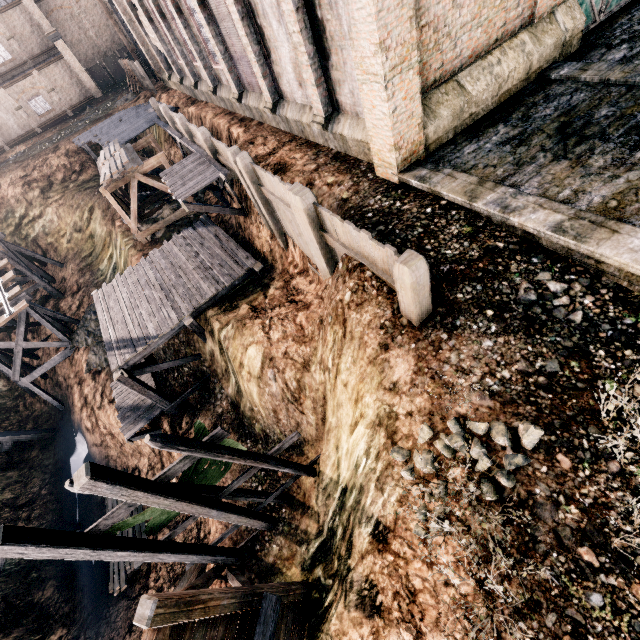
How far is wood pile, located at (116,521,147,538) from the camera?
19.3 meters

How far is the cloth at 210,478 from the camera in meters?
9.8 m

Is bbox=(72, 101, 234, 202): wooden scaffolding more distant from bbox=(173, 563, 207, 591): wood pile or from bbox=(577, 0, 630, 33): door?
bbox=(173, 563, 207, 591): wood pile

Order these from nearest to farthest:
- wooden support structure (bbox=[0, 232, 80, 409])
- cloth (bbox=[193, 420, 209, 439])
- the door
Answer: cloth (bbox=[193, 420, 209, 439]), the door, wooden support structure (bbox=[0, 232, 80, 409])

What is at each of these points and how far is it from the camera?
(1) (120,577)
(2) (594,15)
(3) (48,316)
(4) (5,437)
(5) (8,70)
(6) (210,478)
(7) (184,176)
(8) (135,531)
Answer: (1) wood pile, 17.9m
(2) door, 11.3m
(3) wooden support structure, 25.0m
(4) wooden brace, 24.1m
(5) building, 41.0m
(6) cloth, 11.6m
(7) wooden platform, 16.8m
(8) wood pile, 19.6m

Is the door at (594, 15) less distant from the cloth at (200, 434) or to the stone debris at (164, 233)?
the cloth at (200, 434)

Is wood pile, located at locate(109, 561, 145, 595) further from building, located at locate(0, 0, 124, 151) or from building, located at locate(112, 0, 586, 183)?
building, located at locate(0, 0, 124, 151)

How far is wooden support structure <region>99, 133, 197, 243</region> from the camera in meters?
21.6
